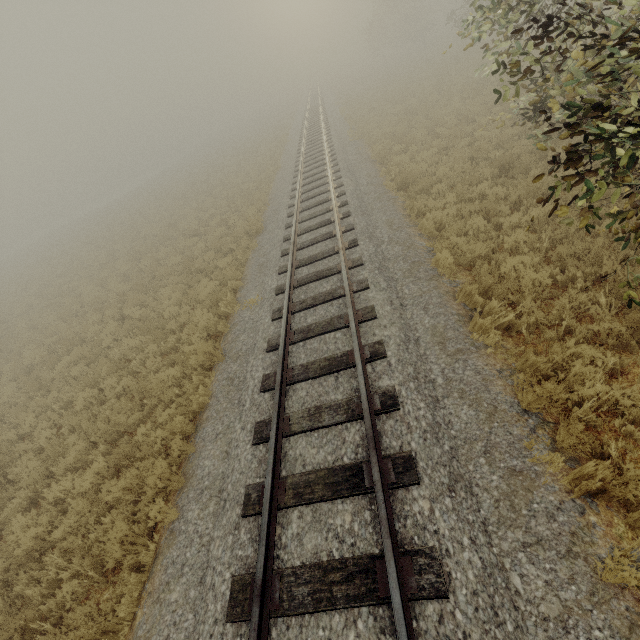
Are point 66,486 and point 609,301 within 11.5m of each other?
yes
